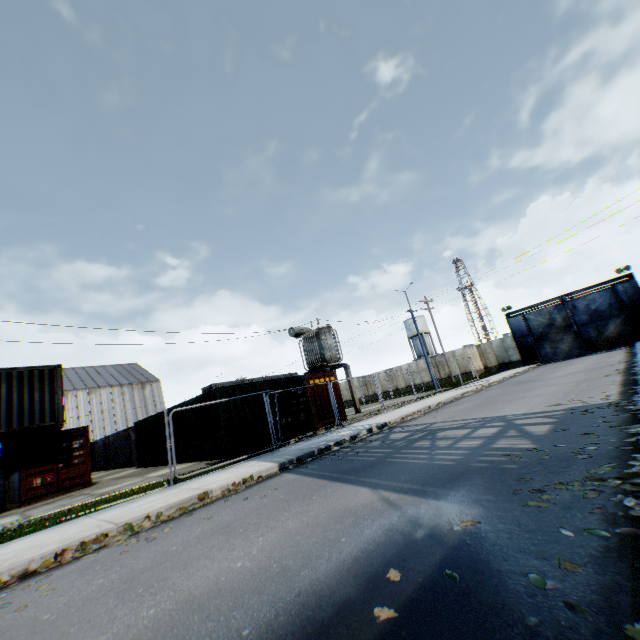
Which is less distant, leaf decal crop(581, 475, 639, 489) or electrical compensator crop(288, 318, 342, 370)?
leaf decal crop(581, 475, 639, 489)

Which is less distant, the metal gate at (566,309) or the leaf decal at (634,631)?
the leaf decal at (634,631)

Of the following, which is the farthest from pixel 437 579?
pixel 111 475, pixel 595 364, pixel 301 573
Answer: pixel 111 475

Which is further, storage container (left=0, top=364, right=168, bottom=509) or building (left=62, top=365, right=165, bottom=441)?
building (left=62, top=365, right=165, bottom=441)

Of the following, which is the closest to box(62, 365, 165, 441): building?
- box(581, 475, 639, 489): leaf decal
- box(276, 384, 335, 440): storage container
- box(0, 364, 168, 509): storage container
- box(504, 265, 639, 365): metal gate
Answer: box(0, 364, 168, 509): storage container

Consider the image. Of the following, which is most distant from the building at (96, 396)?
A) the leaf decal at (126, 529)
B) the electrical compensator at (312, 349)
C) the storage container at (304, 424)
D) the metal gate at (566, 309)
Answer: the metal gate at (566, 309)

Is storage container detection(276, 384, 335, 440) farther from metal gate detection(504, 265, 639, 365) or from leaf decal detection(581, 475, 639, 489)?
metal gate detection(504, 265, 639, 365)

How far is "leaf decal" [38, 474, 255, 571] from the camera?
5.3 meters
